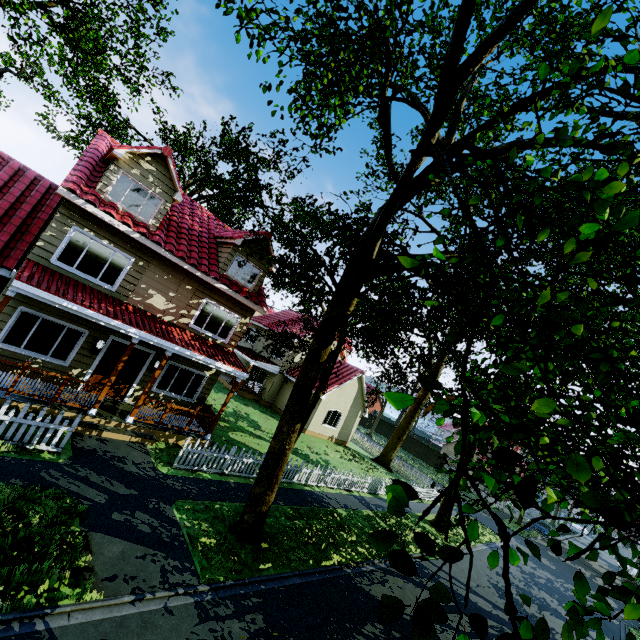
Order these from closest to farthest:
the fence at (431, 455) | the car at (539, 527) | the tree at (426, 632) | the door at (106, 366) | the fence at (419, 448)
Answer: the tree at (426, 632), the door at (106, 366), the car at (539, 527), the fence at (431, 455), the fence at (419, 448)

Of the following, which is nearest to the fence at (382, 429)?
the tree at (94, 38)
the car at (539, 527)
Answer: the tree at (94, 38)

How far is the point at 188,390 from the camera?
14.2m

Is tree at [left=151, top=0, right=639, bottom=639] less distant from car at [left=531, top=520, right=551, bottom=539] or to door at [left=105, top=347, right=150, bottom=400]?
car at [left=531, top=520, right=551, bottom=539]

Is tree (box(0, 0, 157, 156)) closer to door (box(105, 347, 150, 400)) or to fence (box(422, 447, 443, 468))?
fence (box(422, 447, 443, 468))

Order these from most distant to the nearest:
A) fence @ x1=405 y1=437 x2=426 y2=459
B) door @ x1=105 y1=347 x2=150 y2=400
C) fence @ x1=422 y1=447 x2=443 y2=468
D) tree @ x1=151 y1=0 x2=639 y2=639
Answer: fence @ x1=405 y1=437 x2=426 y2=459, fence @ x1=422 y1=447 x2=443 y2=468, door @ x1=105 y1=347 x2=150 y2=400, tree @ x1=151 y1=0 x2=639 y2=639

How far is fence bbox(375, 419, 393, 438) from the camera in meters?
52.1

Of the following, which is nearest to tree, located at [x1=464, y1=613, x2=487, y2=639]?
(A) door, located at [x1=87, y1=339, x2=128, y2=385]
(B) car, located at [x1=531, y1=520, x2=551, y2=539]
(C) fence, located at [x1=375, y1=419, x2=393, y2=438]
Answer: (C) fence, located at [x1=375, y1=419, x2=393, y2=438]
